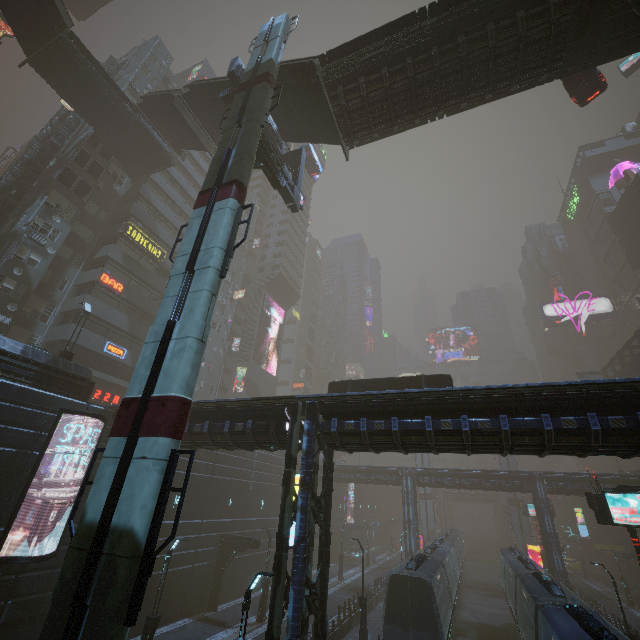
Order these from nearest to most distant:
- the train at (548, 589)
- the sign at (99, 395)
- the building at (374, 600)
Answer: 1. the train at (548, 589)
2. the building at (374, 600)
3. the sign at (99, 395)

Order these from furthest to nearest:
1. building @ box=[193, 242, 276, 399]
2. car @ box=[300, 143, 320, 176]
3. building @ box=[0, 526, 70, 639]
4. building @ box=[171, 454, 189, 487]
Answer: building @ box=[193, 242, 276, 399], car @ box=[300, 143, 320, 176], building @ box=[171, 454, 189, 487], building @ box=[0, 526, 70, 639]

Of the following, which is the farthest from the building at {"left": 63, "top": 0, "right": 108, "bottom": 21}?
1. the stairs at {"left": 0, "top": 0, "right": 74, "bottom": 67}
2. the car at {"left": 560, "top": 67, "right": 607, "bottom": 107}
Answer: the car at {"left": 560, "top": 67, "right": 607, "bottom": 107}

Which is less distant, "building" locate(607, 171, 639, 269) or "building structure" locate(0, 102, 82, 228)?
"building structure" locate(0, 102, 82, 228)

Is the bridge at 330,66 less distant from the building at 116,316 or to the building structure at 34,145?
the building at 116,316

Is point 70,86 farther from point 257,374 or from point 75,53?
point 257,374

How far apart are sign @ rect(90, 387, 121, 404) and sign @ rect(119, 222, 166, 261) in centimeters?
1424cm

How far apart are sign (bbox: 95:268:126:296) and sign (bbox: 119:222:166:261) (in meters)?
4.28
